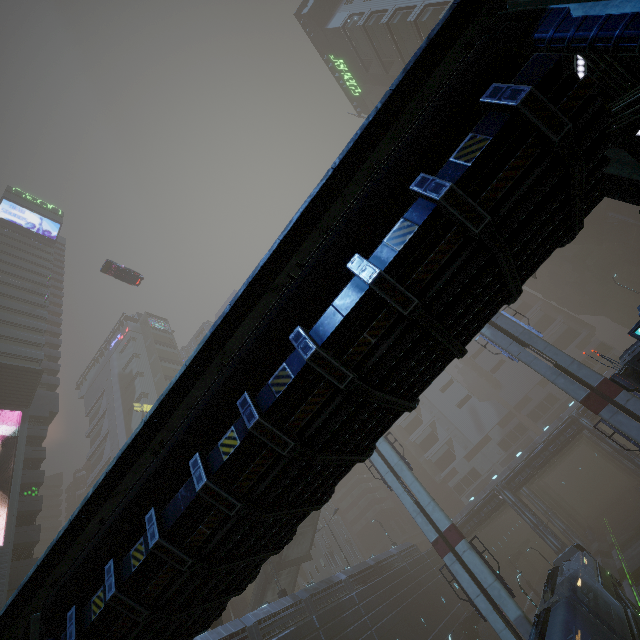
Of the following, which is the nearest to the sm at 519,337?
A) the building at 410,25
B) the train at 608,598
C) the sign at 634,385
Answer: the building at 410,25

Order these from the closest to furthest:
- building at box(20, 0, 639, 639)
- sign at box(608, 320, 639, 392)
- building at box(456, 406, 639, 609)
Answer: building at box(20, 0, 639, 639) → sign at box(608, 320, 639, 392) → building at box(456, 406, 639, 609)

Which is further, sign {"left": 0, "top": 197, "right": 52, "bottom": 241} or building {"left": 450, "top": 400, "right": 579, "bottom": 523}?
sign {"left": 0, "top": 197, "right": 52, "bottom": 241}

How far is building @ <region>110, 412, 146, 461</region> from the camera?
58.0 meters

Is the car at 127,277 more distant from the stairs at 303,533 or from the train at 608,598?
the train at 608,598

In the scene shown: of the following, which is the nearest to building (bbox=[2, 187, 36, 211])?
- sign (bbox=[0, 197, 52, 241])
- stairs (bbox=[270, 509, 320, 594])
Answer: sign (bbox=[0, 197, 52, 241])

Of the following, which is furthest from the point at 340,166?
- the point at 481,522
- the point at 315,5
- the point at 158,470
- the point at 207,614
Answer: the point at 315,5

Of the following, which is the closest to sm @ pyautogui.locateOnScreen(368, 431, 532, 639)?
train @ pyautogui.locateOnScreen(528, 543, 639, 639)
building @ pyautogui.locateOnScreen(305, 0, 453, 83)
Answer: building @ pyautogui.locateOnScreen(305, 0, 453, 83)
